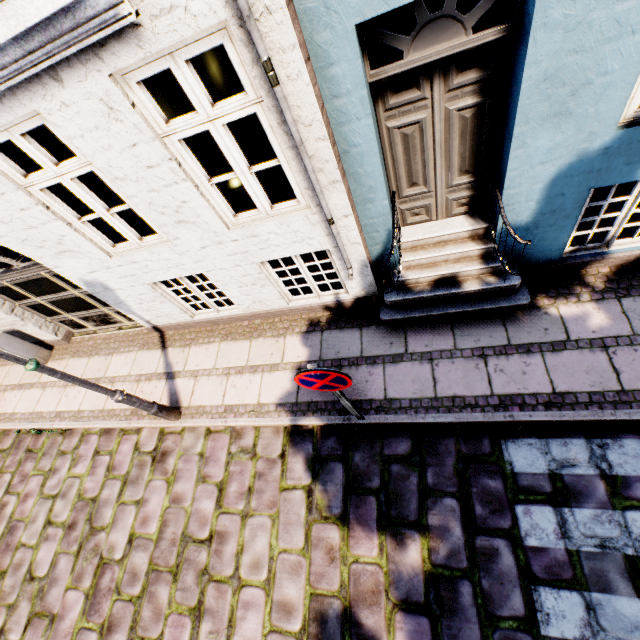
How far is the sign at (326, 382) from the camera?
2.80m

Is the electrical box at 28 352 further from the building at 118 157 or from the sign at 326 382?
the sign at 326 382

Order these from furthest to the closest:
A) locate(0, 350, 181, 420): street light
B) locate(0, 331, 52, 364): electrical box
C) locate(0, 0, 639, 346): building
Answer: locate(0, 331, 52, 364): electrical box
locate(0, 350, 181, 420): street light
locate(0, 0, 639, 346): building

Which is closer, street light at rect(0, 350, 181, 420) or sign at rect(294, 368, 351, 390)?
sign at rect(294, 368, 351, 390)

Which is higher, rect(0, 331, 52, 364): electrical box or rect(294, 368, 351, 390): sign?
rect(294, 368, 351, 390): sign

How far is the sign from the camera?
2.8m

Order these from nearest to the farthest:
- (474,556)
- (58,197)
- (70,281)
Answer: (474,556) → (58,197) → (70,281)

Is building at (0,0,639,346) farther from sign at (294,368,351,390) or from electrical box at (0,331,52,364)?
sign at (294,368,351,390)
